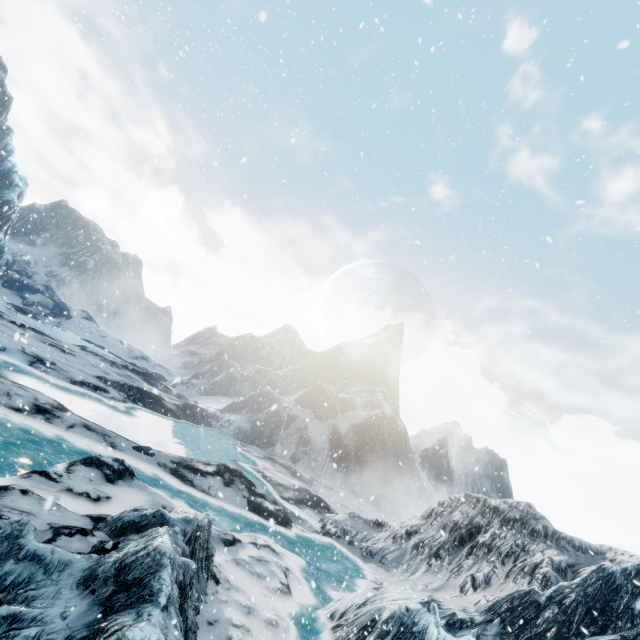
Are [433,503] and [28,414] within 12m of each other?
no
